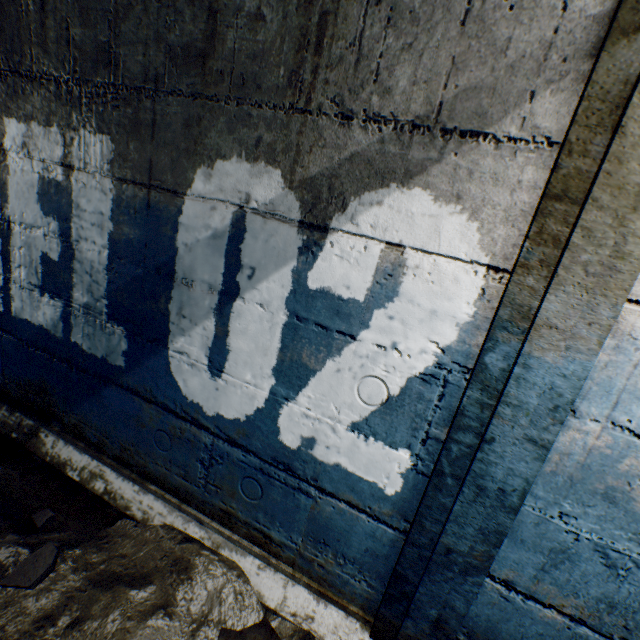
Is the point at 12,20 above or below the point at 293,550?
above

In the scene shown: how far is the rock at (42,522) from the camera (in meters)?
1.33

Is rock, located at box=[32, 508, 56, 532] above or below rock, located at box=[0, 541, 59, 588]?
above

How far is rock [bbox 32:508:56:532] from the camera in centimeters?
133cm

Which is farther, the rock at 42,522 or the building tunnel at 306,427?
the rock at 42,522

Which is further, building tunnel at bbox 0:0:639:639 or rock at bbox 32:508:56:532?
rock at bbox 32:508:56:532

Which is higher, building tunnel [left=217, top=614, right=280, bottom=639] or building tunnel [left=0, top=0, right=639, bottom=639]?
building tunnel [left=0, top=0, right=639, bottom=639]

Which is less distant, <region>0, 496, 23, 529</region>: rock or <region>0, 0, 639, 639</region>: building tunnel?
<region>0, 0, 639, 639</region>: building tunnel
